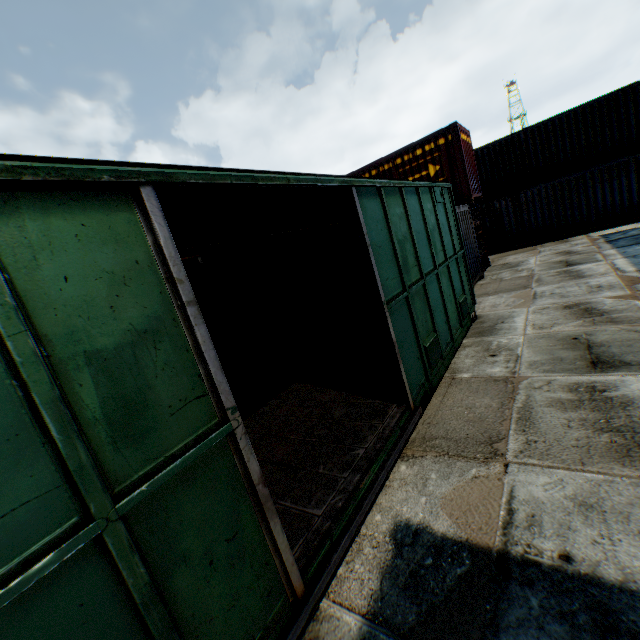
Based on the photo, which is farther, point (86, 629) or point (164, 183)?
point (164, 183)
